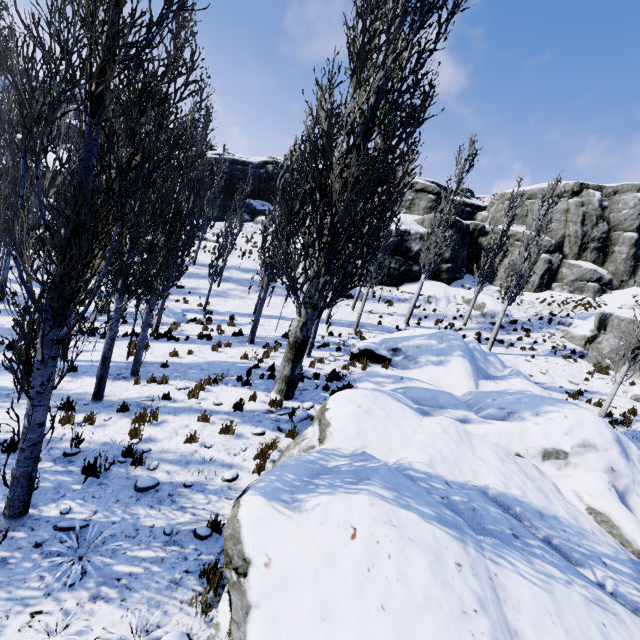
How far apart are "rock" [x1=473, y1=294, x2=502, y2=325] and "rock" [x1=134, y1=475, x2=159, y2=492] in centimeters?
2398cm

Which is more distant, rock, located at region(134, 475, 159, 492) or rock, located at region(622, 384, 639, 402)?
rock, located at region(622, 384, 639, 402)

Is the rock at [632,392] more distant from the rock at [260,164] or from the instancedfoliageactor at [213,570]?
the rock at [260,164]

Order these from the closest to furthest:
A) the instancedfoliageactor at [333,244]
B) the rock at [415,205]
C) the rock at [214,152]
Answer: the instancedfoliageactor at [333,244] → the rock at [415,205] → the rock at [214,152]

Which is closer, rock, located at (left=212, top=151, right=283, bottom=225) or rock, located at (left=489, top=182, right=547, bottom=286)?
rock, located at (left=489, top=182, right=547, bottom=286)

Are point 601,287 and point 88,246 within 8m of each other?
no

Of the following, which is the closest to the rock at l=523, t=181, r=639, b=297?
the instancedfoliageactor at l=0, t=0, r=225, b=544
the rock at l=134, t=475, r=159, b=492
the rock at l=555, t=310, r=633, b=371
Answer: the instancedfoliageactor at l=0, t=0, r=225, b=544

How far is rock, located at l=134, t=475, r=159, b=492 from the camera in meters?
5.4 m
